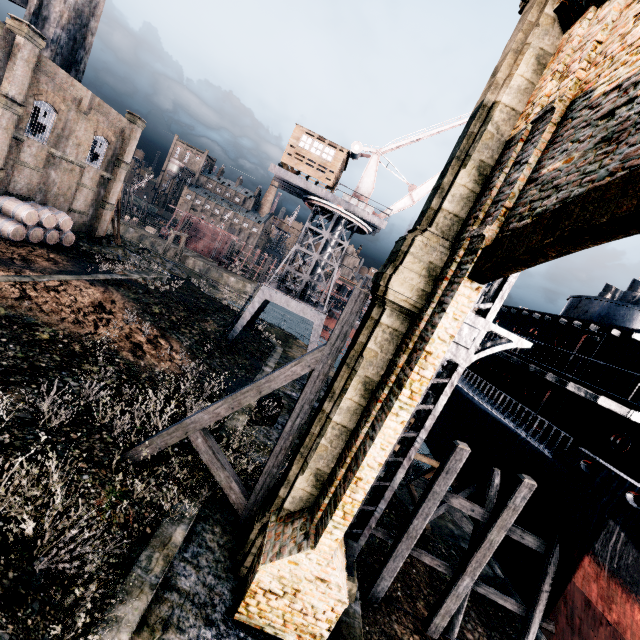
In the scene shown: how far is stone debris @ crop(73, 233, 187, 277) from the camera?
30.4 meters

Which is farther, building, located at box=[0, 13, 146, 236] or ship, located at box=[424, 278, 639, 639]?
building, located at box=[0, 13, 146, 236]

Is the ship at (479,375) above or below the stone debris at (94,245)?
above

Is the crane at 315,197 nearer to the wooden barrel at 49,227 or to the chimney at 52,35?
the wooden barrel at 49,227

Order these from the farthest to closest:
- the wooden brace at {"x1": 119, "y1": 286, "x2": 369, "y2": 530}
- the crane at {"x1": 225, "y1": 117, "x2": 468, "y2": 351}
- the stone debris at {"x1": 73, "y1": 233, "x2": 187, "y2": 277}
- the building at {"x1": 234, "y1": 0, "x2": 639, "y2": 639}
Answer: the stone debris at {"x1": 73, "y1": 233, "x2": 187, "y2": 277} → the crane at {"x1": 225, "y1": 117, "x2": 468, "y2": 351} → the wooden brace at {"x1": 119, "y1": 286, "x2": 369, "y2": 530} → the building at {"x1": 234, "y1": 0, "x2": 639, "y2": 639}

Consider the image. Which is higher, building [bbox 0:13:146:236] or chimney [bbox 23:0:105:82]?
chimney [bbox 23:0:105:82]

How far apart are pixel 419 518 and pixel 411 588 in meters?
5.3 m

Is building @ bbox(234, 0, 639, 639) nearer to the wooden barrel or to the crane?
the wooden barrel
